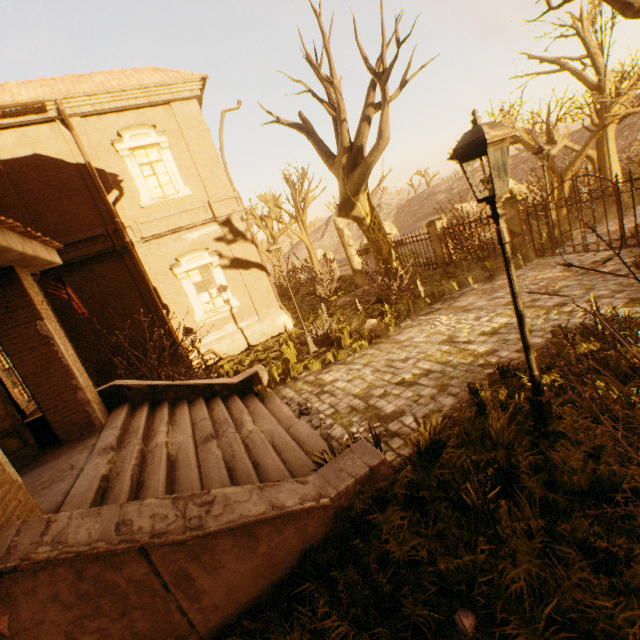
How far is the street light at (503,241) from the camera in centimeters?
314cm

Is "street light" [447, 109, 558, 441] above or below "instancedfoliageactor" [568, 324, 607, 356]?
above

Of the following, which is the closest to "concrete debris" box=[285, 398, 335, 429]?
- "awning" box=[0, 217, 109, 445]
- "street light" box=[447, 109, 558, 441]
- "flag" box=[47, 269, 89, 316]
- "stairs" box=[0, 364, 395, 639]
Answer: "stairs" box=[0, 364, 395, 639]

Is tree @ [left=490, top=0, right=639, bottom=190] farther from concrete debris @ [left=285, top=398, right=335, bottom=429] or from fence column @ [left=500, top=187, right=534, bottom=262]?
concrete debris @ [left=285, top=398, right=335, bottom=429]

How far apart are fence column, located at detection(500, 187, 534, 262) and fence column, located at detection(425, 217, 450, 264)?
3.31m

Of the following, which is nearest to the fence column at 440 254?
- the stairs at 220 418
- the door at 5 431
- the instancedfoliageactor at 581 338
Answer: the instancedfoliageactor at 581 338

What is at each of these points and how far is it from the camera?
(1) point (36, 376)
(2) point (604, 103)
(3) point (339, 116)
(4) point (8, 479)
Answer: (1) awning, 6.1 meters
(2) tree, 14.7 meters
(3) tree, 11.3 meters
(4) awning, 3.4 meters

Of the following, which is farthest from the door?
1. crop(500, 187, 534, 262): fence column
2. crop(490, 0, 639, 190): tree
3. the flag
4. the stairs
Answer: crop(490, 0, 639, 190): tree
